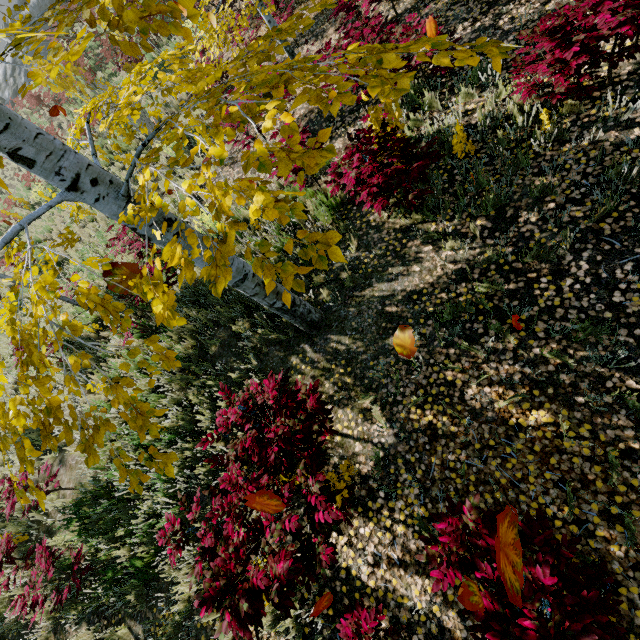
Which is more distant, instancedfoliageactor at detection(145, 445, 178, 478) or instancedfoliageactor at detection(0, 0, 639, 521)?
instancedfoliageactor at detection(145, 445, 178, 478)

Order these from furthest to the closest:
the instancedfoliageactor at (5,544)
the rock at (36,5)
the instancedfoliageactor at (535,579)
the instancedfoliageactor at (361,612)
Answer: the rock at (36,5) → the instancedfoliageactor at (5,544) → the instancedfoliageactor at (361,612) → the instancedfoliageactor at (535,579)

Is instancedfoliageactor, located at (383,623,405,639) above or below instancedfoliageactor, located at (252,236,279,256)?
below

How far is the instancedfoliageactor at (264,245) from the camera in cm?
132

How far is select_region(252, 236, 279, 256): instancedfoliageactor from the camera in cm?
132

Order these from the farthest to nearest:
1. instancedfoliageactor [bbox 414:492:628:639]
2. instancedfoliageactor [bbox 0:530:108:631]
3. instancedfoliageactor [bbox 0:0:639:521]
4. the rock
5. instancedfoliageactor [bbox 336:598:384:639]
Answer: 1. the rock
2. instancedfoliageactor [bbox 0:530:108:631]
3. instancedfoliageactor [bbox 336:598:384:639]
4. instancedfoliageactor [bbox 414:492:628:639]
5. instancedfoliageactor [bbox 0:0:639:521]

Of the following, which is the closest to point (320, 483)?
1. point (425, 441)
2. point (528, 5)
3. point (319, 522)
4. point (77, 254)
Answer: point (319, 522)
